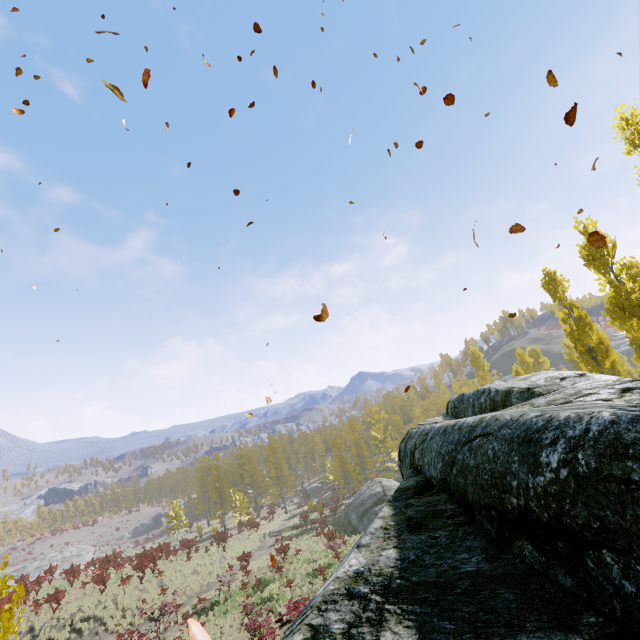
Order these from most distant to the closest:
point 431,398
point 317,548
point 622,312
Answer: point 431,398
point 317,548
point 622,312

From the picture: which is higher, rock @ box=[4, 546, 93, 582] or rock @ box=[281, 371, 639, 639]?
rock @ box=[281, 371, 639, 639]

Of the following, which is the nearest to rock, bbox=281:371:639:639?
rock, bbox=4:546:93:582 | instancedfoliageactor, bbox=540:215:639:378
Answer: instancedfoliageactor, bbox=540:215:639:378

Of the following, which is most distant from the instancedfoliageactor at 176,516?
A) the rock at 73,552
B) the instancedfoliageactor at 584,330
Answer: the rock at 73,552

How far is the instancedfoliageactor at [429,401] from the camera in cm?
5334

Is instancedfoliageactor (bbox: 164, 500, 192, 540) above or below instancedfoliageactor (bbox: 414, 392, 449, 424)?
below

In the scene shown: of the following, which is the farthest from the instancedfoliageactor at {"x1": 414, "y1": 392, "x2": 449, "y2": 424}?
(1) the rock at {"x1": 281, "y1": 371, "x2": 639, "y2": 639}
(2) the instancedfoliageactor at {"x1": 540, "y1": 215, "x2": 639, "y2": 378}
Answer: (2) the instancedfoliageactor at {"x1": 540, "y1": 215, "x2": 639, "y2": 378}

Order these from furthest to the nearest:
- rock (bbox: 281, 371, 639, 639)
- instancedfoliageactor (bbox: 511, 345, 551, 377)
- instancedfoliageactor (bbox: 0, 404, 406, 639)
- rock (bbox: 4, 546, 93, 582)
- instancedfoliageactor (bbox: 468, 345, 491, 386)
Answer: instancedfoliageactor (bbox: 468, 345, 491, 386) → rock (bbox: 4, 546, 93, 582) → instancedfoliageactor (bbox: 511, 345, 551, 377) → instancedfoliageactor (bbox: 0, 404, 406, 639) → rock (bbox: 281, 371, 639, 639)
